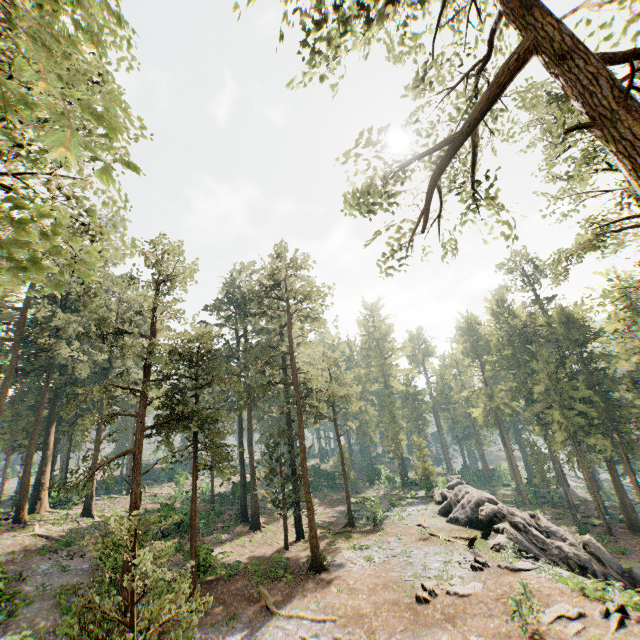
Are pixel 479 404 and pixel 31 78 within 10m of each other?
no

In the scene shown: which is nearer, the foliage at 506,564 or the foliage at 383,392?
the foliage at 506,564

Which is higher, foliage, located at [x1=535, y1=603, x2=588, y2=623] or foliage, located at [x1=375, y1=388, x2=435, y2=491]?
foliage, located at [x1=375, y1=388, x2=435, y2=491]

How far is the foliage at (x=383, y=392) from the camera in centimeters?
4350cm

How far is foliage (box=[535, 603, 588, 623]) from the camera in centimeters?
1323cm
